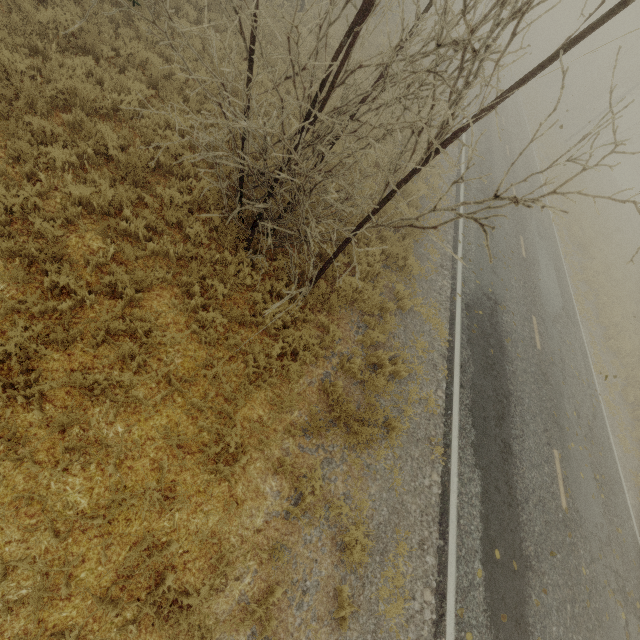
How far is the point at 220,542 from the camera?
4.7 meters

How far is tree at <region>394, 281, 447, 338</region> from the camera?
8.6 meters

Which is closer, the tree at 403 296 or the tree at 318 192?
the tree at 318 192

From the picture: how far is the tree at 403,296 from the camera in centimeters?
859cm

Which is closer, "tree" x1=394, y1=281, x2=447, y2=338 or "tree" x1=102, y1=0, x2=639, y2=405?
"tree" x1=102, y1=0, x2=639, y2=405
